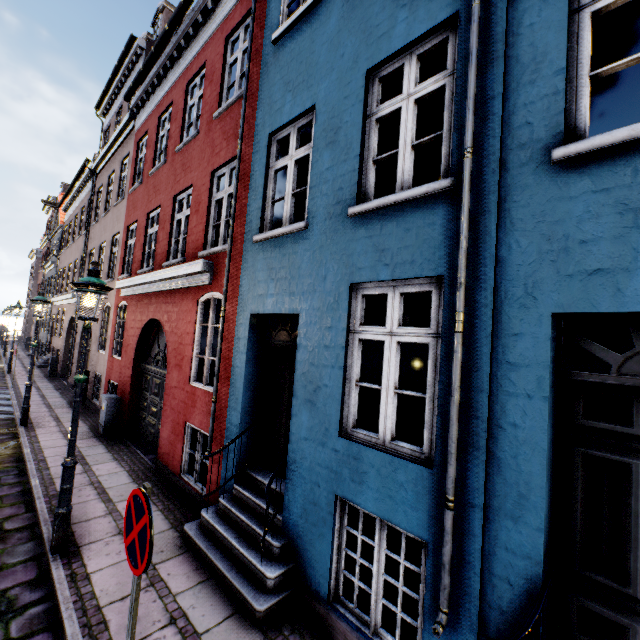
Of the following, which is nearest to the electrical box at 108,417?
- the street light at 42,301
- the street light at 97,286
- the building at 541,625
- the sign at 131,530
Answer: the building at 541,625

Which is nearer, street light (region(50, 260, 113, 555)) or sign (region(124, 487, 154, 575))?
sign (region(124, 487, 154, 575))

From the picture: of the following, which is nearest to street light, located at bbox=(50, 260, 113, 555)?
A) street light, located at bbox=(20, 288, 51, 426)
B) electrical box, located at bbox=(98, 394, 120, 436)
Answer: electrical box, located at bbox=(98, 394, 120, 436)

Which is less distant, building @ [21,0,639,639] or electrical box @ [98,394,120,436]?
building @ [21,0,639,639]

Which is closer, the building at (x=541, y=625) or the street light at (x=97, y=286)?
the building at (x=541, y=625)

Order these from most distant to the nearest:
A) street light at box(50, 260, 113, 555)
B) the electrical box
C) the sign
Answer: the electrical box < street light at box(50, 260, 113, 555) < the sign

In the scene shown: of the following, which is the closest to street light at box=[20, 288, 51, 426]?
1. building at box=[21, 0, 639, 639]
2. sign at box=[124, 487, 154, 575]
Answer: building at box=[21, 0, 639, 639]

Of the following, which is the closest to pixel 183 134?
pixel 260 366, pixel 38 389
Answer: pixel 260 366
